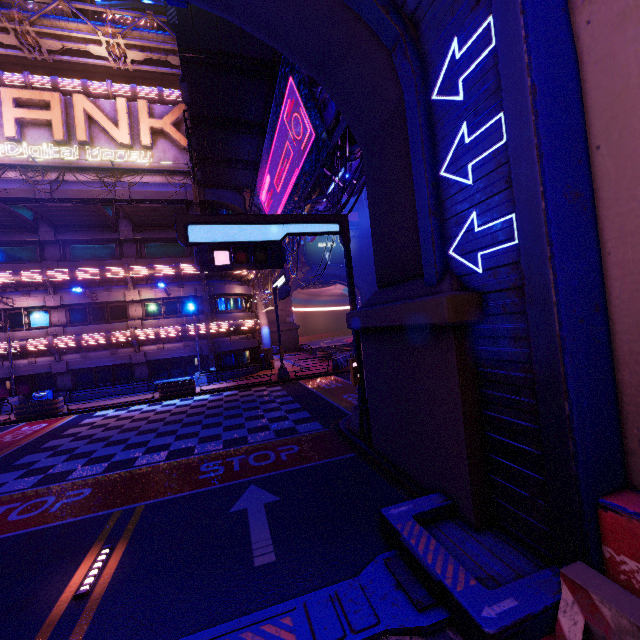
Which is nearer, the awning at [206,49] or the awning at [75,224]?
the awning at [206,49]

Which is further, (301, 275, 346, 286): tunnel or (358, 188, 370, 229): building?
(301, 275, 346, 286): tunnel

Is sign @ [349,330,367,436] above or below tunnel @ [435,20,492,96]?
below

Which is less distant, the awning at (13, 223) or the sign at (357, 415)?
the sign at (357, 415)

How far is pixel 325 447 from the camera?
10.09m

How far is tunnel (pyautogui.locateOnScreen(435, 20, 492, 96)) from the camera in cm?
468

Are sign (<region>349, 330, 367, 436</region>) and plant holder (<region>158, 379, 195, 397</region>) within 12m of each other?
no

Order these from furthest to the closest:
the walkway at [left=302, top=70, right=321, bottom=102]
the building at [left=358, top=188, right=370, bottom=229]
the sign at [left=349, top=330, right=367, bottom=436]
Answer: the building at [left=358, top=188, right=370, bottom=229], the walkway at [left=302, top=70, right=321, bottom=102], the sign at [left=349, top=330, right=367, bottom=436]
